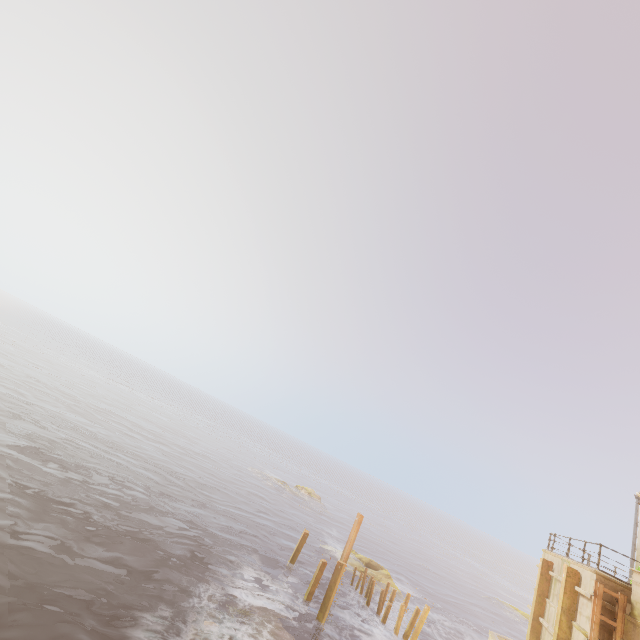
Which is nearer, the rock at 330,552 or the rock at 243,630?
the rock at 243,630

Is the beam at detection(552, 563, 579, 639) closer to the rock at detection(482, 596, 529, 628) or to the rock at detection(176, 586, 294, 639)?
the rock at detection(176, 586, 294, 639)

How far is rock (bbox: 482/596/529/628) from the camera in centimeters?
4119cm

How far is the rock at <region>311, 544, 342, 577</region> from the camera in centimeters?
2748cm

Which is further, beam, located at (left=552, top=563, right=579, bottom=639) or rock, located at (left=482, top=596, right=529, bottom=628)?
rock, located at (left=482, top=596, right=529, bottom=628)

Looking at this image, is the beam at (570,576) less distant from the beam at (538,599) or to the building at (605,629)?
the building at (605,629)

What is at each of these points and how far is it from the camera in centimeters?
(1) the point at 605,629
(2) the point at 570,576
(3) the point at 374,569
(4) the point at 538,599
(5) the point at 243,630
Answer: (1) building, 1193cm
(2) beam, 1393cm
(3) rock, 2905cm
(4) beam, 1662cm
(5) rock, 1359cm
